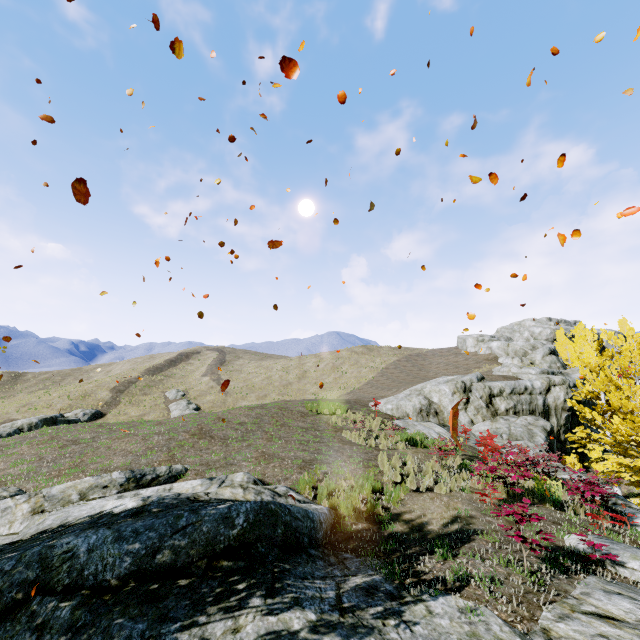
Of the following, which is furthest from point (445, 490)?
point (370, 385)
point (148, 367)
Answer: point (148, 367)

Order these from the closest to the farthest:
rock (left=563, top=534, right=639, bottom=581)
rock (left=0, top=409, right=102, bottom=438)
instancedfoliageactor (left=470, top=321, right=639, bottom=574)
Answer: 1. rock (left=563, top=534, right=639, bottom=581)
2. instancedfoliageactor (left=470, top=321, right=639, bottom=574)
3. rock (left=0, top=409, right=102, bottom=438)

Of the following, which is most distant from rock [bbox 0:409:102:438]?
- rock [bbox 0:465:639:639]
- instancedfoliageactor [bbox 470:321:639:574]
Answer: instancedfoliageactor [bbox 470:321:639:574]

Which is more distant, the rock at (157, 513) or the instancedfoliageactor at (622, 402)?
the instancedfoliageactor at (622, 402)

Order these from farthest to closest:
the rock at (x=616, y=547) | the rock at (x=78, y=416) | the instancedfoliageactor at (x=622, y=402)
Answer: the rock at (x=78, y=416), the instancedfoliageactor at (x=622, y=402), the rock at (x=616, y=547)

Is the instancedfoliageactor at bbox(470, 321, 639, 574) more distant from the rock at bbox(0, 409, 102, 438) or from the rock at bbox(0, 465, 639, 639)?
the rock at bbox(0, 409, 102, 438)
